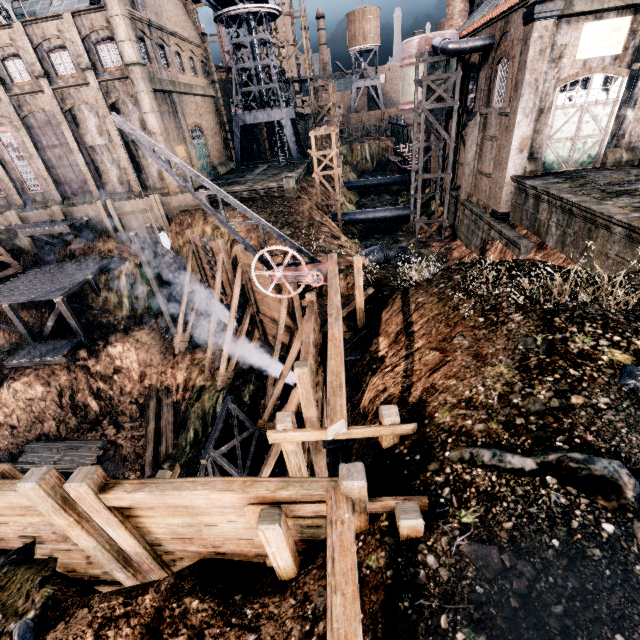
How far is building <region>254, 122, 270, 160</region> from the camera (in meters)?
52.16

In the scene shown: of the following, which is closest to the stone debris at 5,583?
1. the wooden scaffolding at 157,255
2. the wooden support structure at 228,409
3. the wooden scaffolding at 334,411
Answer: the wooden scaffolding at 334,411

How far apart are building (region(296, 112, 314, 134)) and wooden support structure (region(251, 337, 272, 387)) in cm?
4821

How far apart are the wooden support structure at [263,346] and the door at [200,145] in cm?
2789

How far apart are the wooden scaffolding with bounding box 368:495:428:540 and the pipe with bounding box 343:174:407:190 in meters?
57.2

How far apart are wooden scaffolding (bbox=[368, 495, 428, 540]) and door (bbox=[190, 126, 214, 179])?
42.7m

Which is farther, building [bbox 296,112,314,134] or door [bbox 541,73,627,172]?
building [bbox 296,112,314,134]

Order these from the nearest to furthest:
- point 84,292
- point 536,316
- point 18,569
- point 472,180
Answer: point 18,569 → point 536,316 → point 472,180 → point 84,292
